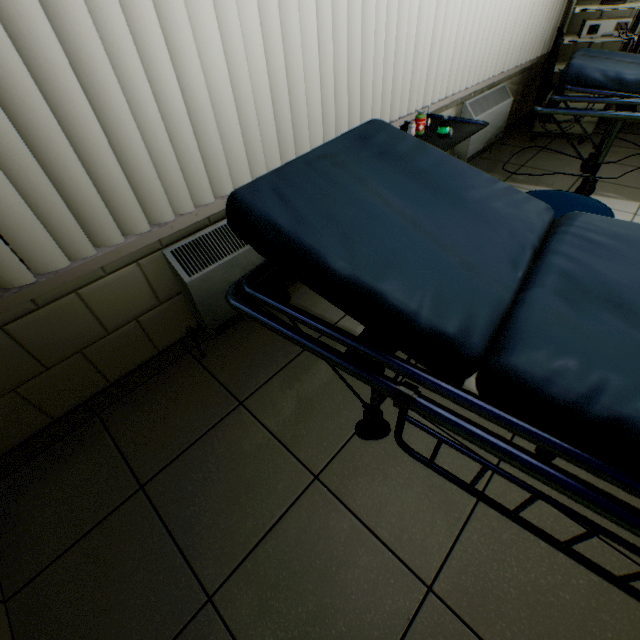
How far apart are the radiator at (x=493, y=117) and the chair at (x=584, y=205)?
1.5 meters

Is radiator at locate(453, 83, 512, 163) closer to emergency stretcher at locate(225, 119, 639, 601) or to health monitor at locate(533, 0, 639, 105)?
health monitor at locate(533, 0, 639, 105)

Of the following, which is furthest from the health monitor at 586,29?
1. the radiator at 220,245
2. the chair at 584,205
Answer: the radiator at 220,245

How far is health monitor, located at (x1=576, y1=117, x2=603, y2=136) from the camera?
3.3 meters

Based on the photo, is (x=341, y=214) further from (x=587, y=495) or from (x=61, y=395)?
(x=61, y=395)

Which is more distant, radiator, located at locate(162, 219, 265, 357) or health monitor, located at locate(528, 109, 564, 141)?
health monitor, located at locate(528, 109, 564, 141)

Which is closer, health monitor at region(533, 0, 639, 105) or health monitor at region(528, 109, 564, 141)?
health monitor at region(533, 0, 639, 105)

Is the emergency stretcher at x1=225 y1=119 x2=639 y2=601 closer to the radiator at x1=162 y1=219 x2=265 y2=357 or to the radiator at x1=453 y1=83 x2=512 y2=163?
the radiator at x1=162 y1=219 x2=265 y2=357
